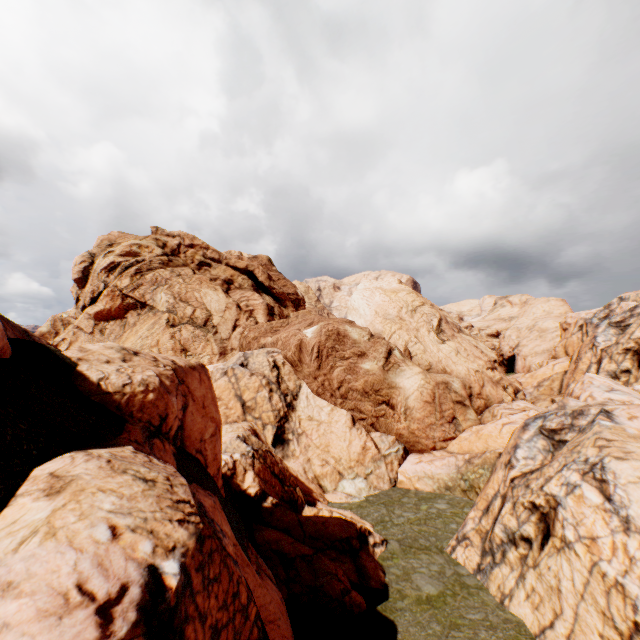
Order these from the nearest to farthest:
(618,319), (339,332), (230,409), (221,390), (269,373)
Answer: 1. (230,409)
2. (221,390)
3. (269,373)
4. (339,332)
5. (618,319)
